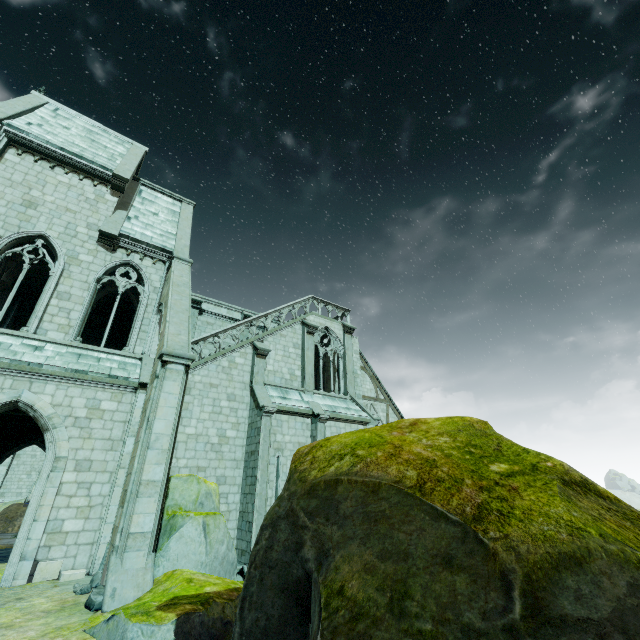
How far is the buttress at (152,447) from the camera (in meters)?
7.02

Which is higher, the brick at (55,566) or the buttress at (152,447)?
the buttress at (152,447)

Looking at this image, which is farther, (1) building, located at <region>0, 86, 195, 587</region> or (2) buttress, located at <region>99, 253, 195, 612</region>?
(1) building, located at <region>0, 86, 195, 587</region>

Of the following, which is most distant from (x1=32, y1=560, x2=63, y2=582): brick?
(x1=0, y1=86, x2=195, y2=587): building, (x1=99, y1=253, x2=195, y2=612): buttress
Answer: (x1=99, y1=253, x2=195, y2=612): buttress

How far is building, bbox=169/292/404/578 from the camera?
13.81m

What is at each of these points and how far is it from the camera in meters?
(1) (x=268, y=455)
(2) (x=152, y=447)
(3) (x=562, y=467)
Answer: (1) building, 14.1
(2) buttress, 8.2
(3) rock, 3.7

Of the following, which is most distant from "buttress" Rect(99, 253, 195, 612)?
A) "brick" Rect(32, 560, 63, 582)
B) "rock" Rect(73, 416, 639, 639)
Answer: "brick" Rect(32, 560, 63, 582)

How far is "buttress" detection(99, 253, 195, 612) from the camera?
7.02m
